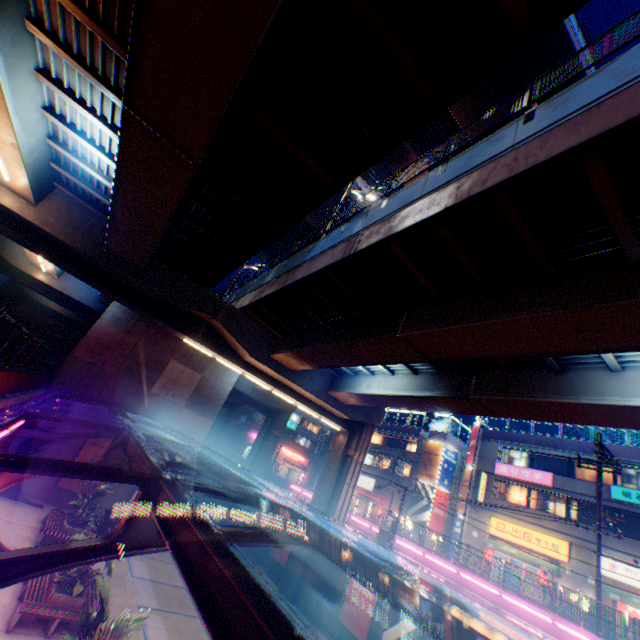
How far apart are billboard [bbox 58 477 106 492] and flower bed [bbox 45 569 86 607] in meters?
11.3 m

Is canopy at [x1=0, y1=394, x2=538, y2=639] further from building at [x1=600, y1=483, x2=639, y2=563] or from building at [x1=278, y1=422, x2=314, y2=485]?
building at [x1=278, y1=422, x2=314, y2=485]

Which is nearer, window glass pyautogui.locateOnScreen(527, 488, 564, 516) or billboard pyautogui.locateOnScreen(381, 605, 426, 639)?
billboard pyautogui.locateOnScreen(381, 605, 426, 639)

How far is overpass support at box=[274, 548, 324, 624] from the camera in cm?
2111

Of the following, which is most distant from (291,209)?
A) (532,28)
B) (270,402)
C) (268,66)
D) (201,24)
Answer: (270,402)

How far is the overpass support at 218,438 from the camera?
34.8m

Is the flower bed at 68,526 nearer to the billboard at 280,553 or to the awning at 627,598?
the billboard at 280,553

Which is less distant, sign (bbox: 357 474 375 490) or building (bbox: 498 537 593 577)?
building (bbox: 498 537 593 577)
